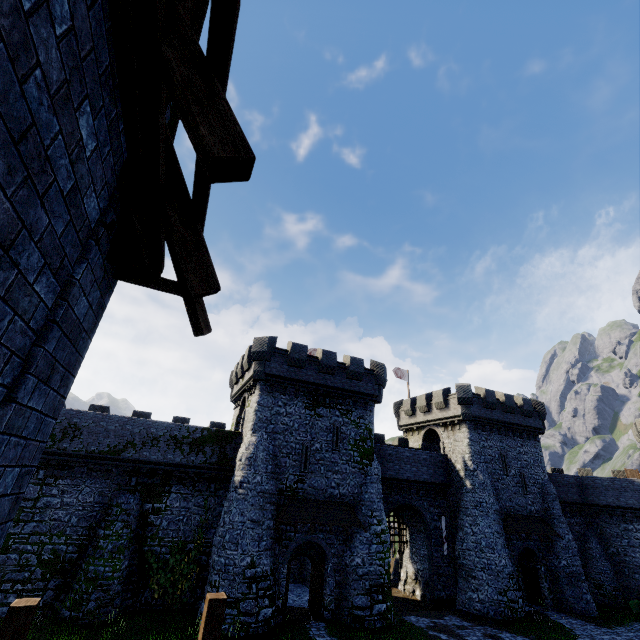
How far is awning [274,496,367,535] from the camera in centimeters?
2003cm

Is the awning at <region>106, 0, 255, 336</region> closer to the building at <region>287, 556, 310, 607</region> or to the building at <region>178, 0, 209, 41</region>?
the building at <region>178, 0, 209, 41</region>

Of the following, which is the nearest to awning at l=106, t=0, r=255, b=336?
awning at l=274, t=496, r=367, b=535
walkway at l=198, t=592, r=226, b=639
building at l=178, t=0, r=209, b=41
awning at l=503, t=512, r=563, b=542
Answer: building at l=178, t=0, r=209, b=41

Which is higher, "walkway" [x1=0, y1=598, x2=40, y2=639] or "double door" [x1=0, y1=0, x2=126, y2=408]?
"double door" [x1=0, y1=0, x2=126, y2=408]

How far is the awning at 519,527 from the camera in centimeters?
2631cm

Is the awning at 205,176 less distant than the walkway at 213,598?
Yes

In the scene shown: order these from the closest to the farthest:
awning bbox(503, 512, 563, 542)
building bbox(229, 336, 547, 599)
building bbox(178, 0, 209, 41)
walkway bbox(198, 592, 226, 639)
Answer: building bbox(178, 0, 209, 41) < walkway bbox(198, 592, 226, 639) < building bbox(229, 336, 547, 599) < awning bbox(503, 512, 563, 542)

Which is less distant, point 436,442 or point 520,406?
point 520,406
